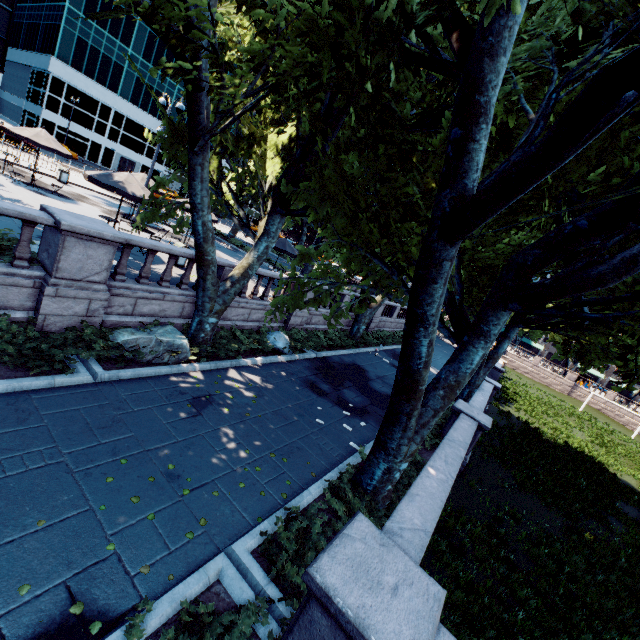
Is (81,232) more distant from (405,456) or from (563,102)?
(563,102)

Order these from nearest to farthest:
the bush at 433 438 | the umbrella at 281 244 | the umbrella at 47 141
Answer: the bush at 433 438
the umbrella at 47 141
the umbrella at 281 244

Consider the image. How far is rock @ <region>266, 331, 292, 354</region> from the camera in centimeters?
1401cm

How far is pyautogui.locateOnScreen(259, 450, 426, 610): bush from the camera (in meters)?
4.87

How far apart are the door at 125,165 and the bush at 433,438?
63.0 meters

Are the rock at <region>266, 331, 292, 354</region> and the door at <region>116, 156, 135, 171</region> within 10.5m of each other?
no

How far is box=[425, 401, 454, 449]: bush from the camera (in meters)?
11.66

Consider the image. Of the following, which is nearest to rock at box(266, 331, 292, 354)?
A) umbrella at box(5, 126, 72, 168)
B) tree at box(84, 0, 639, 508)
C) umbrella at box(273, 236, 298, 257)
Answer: tree at box(84, 0, 639, 508)
